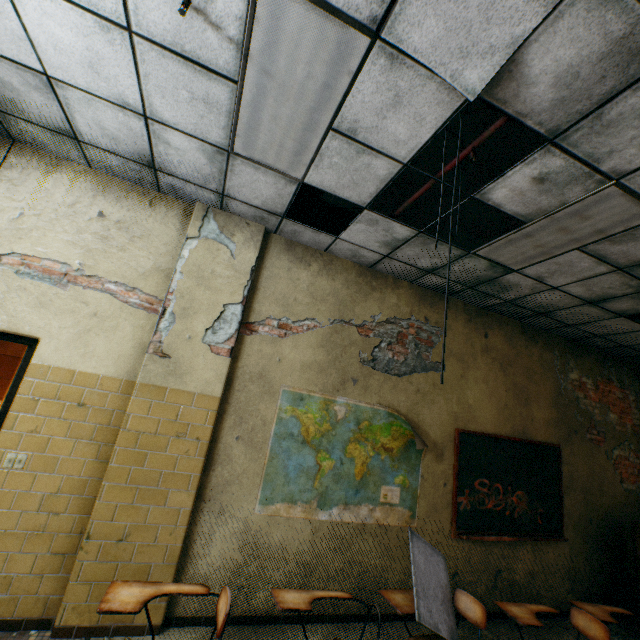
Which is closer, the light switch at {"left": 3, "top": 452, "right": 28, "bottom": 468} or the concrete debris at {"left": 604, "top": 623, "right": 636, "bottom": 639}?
the light switch at {"left": 3, "top": 452, "right": 28, "bottom": 468}

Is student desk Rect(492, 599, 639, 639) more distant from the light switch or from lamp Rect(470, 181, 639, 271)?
the light switch

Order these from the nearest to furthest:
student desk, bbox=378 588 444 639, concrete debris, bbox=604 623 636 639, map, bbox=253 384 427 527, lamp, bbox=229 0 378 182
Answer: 1. lamp, bbox=229 0 378 182
2. student desk, bbox=378 588 444 639
3. map, bbox=253 384 427 527
4. concrete debris, bbox=604 623 636 639

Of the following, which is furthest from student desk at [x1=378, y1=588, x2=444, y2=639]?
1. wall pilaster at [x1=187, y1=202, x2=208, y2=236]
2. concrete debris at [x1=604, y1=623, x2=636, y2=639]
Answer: concrete debris at [x1=604, y1=623, x2=636, y2=639]

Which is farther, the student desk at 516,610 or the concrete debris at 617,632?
the concrete debris at 617,632

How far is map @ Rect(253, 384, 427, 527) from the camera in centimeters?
342cm

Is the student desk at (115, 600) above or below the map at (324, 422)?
below

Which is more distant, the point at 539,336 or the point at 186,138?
the point at 539,336
